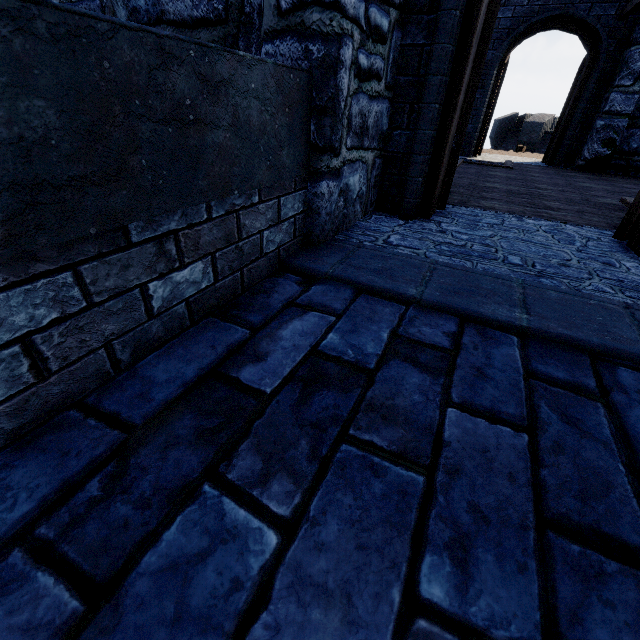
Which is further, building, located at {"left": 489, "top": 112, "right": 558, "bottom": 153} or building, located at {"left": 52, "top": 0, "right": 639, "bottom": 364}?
building, located at {"left": 489, "top": 112, "right": 558, "bottom": 153}

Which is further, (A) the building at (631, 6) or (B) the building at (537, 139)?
(B) the building at (537, 139)

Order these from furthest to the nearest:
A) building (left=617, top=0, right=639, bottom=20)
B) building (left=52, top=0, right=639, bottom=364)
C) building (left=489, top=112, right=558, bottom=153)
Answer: building (left=489, top=112, right=558, bottom=153)
building (left=617, top=0, right=639, bottom=20)
building (left=52, top=0, right=639, bottom=364)

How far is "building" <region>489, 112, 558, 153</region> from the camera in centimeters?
2211cm

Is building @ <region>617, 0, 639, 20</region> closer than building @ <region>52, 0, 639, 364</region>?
No

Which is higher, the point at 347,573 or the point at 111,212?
the point at 111,212

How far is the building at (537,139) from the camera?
22.1 meters

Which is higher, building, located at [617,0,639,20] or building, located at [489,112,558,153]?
building, located at [617,0,639,20]
